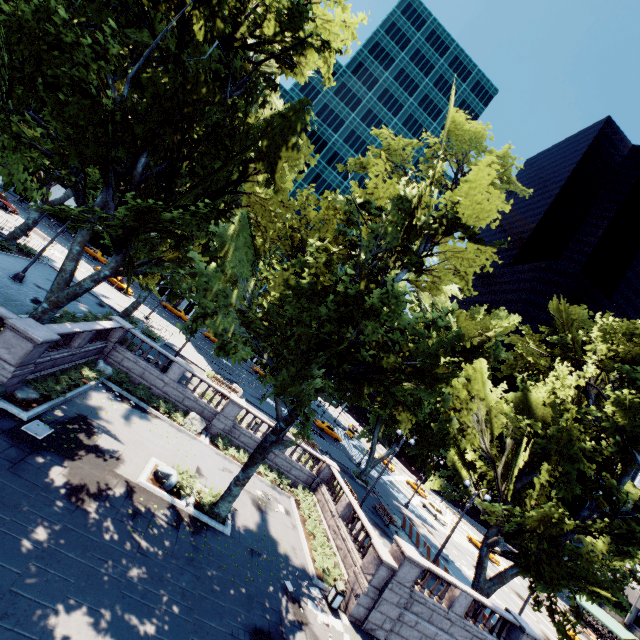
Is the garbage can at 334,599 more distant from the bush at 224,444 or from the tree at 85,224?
the tree at 85,224

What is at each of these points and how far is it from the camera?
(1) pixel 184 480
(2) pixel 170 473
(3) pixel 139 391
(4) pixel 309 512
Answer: (1) bush, 15.87m
(2) rock, 15.15m
(3) bush, 21.47m
(4) bush, 22.47m

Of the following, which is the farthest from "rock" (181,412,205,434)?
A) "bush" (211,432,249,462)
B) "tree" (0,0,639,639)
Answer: "tree" (0,0,639,639)

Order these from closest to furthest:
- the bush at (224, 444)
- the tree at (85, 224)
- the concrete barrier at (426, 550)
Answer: the tree at (85, 224) → the bush at (224, 444) → the concrete barrier at (426, 550)

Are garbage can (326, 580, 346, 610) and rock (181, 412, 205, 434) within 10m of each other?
no

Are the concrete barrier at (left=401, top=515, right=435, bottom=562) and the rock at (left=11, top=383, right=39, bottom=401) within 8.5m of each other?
no

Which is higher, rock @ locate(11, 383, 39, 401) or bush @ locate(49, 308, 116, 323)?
bush @ locate(49, 308, 116, 323)

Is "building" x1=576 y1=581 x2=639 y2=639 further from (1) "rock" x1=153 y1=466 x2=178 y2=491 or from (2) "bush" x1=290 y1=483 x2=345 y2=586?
(1) "rock" x1=153 y1=466 x2=178 y2=491
